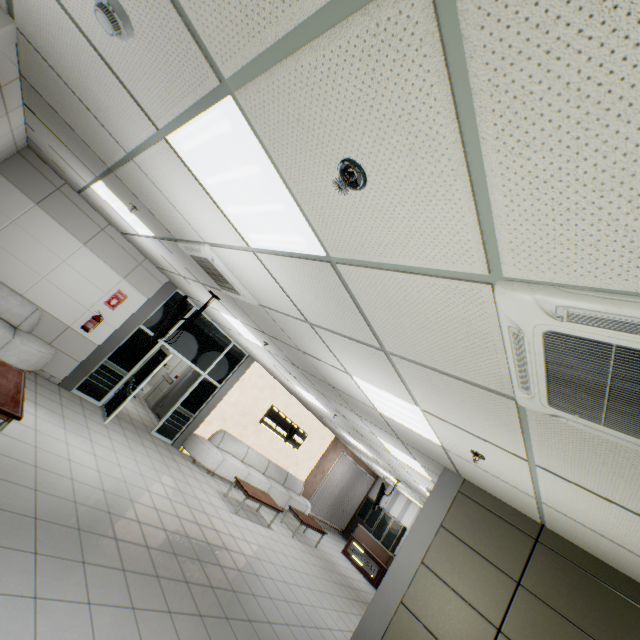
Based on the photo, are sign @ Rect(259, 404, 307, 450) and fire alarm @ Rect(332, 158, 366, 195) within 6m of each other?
no

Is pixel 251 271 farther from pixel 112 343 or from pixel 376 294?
pixel 112 343

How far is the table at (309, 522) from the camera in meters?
9.7 m

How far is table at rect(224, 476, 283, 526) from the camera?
8.1 meters

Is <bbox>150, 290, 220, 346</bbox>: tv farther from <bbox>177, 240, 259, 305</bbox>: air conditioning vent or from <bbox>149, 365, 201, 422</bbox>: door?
<bbox>149, 365, 201, 422</bbox>: door

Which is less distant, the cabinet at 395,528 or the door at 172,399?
the door at 172,399

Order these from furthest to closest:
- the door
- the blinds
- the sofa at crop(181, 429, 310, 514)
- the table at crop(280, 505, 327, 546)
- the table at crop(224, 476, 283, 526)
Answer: the blinds < the door < the table at crop(280, 505, 327, 546) < the sofa at crop(181, 429, 310, 514) < the table at crop(224, 476, 283, 526)

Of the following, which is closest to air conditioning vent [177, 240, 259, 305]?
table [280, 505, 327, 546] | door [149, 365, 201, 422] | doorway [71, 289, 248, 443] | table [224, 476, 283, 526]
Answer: doorway [71, 289, 248, 443]
